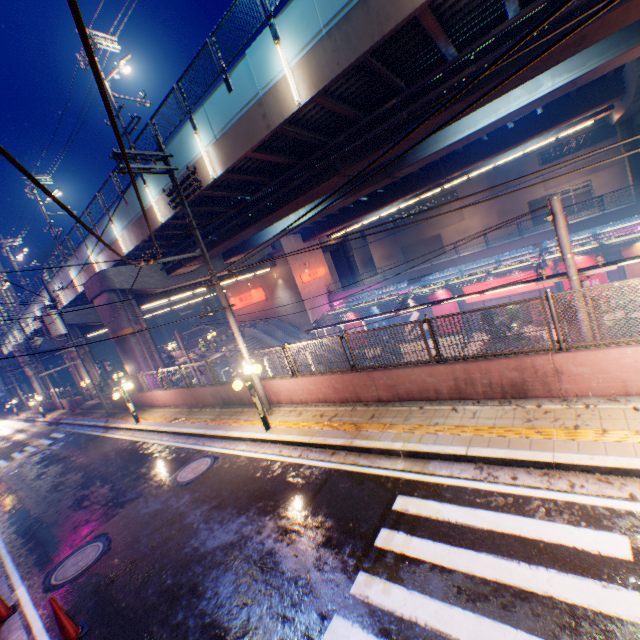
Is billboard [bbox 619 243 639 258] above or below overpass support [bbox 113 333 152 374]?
below

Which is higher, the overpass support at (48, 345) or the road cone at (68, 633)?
the overpass support at (48, 345)

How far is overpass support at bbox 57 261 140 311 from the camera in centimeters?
2144cm

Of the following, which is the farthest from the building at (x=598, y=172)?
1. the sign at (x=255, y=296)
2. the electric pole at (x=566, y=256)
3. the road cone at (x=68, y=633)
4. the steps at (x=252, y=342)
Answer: the road cone at (x=68, y=633)

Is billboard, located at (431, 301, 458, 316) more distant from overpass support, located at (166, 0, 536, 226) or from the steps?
the steps

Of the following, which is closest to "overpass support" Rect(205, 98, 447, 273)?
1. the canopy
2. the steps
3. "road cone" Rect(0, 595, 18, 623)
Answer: the canopy

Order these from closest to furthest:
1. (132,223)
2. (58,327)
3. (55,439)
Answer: (132,223) < (58,327) < (55,439)
